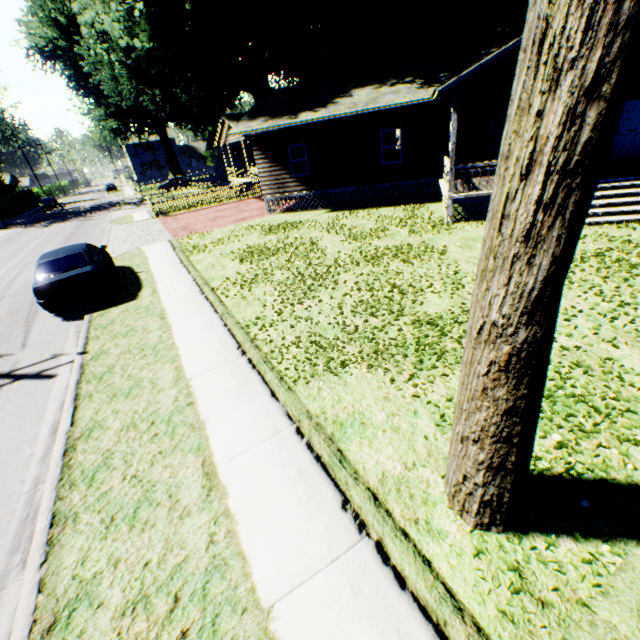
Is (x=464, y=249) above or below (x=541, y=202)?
below

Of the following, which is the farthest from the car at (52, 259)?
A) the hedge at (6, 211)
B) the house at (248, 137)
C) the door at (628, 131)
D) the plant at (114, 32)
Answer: the hedge at (6, 211)

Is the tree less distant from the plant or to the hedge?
the plant

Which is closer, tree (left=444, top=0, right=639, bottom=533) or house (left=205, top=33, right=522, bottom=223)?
tree (left=444, top=0, right=639, bottom=533)

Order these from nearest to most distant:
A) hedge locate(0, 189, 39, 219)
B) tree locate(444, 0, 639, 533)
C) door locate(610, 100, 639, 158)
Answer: tree locate(444, 0, 639, 533) → door locate(610, 100, 639, 158) → hedge locate(0, 189, 39, 219)

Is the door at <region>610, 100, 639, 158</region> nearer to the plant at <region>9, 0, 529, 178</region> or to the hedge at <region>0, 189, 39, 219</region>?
the plant at <region>9, 0, 529, 178</region>

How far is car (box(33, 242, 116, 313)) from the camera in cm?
938

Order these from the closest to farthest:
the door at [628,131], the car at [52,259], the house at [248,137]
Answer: the car at [52,259]
the house at [248,137]
the door at [628,131]
